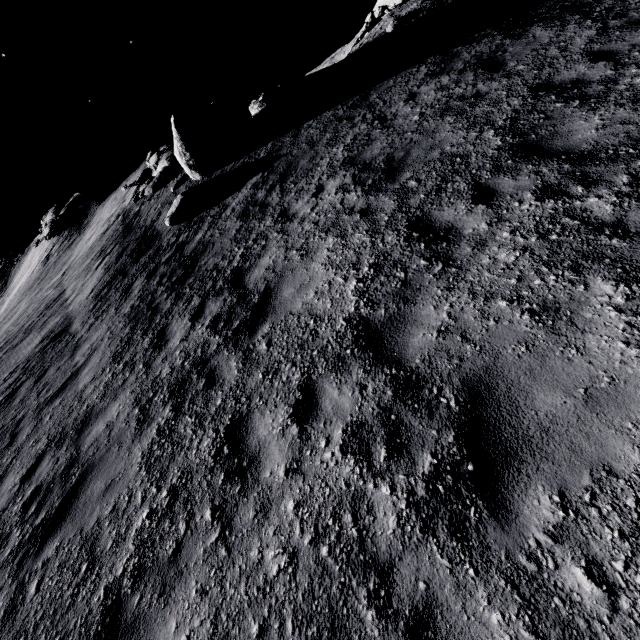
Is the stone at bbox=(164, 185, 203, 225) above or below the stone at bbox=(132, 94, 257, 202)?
below

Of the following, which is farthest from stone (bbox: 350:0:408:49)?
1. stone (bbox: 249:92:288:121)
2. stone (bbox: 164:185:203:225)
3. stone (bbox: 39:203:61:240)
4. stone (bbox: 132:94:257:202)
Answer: stone (bbox: 39:203:61:240)

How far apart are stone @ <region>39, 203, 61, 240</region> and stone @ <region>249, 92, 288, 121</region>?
20.2 meters

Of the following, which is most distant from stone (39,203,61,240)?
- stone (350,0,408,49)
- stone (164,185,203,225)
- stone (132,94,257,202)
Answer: stone (350,0,408,49)

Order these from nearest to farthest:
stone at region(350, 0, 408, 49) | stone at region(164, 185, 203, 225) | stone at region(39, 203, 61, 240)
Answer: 1. stone at region(164, 185, 203, 225)
2. stone at region(39, 203, 61, 240)
3. stone at region(350, 0, 408, 49)

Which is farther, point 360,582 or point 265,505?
point 265,505

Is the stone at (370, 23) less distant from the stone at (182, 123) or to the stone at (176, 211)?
the stone at (182, 123)

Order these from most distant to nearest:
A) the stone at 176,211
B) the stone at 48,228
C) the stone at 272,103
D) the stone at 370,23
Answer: the stone at 370,23, the stone at 48,228, the stone at 272,103, the stone at 176,211
